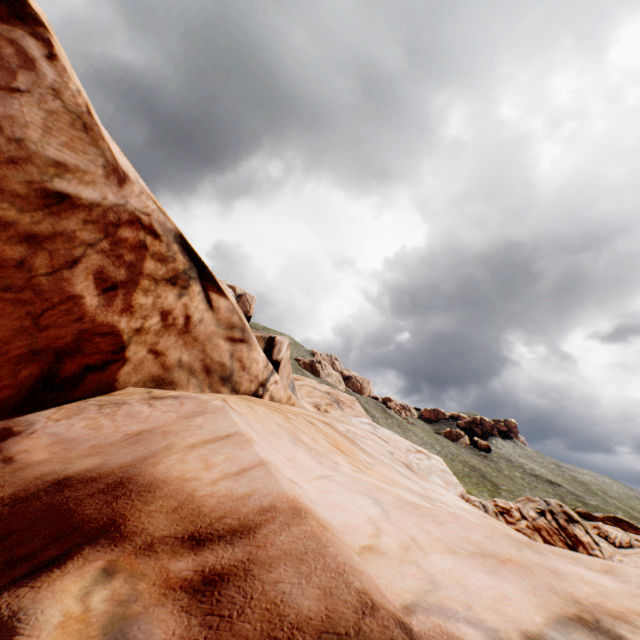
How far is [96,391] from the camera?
5.6m
